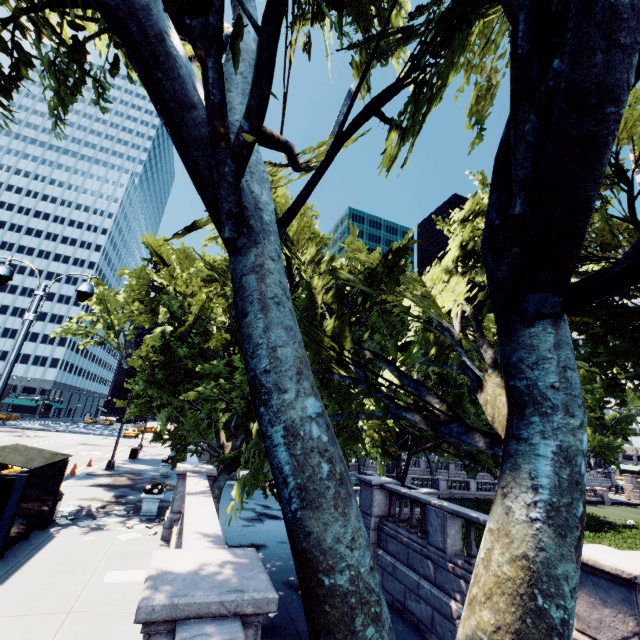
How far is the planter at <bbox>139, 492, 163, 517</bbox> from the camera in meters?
12.8

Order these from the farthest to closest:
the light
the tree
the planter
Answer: the planter, the light, the tree

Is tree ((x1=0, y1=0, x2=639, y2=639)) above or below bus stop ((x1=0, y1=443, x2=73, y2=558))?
above

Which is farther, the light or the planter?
the planter

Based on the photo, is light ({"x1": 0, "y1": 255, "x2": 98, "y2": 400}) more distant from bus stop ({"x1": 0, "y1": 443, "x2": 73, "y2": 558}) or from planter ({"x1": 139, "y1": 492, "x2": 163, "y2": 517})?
planter ({"x1": 139, "y1": 492, "x2": 163, "y2": 517})

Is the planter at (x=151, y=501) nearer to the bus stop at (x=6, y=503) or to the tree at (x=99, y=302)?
the tree at (x=99, y=302)

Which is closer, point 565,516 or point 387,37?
point 565,516
